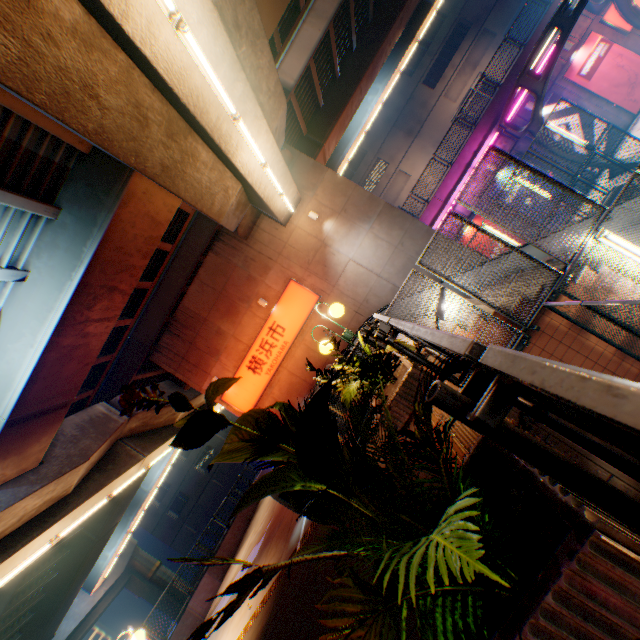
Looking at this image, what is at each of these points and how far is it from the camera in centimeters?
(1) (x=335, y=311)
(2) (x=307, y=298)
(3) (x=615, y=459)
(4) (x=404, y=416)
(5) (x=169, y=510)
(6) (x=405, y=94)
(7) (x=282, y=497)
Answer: (1) street lamp, 594cm
(2) sign, 1482cm
(3) bridge, 205cm
(4) flower bed, 485cm
(5) building, 4322cm
(6) building, 3800cm
(7) ticket machine, 740cm

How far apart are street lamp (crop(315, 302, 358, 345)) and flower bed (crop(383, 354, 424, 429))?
0.39m

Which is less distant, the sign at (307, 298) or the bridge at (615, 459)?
the bridge at (615, 459)

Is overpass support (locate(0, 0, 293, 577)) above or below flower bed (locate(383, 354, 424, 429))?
above

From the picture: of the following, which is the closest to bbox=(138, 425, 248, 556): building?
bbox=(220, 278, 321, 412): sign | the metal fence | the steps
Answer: the metal fence

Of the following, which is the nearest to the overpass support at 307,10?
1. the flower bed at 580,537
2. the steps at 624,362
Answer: the flower bed at 580,537

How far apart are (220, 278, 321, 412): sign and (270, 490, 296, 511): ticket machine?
7.40m

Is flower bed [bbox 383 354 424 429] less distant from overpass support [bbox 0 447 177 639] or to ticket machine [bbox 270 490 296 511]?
ticket machine [bbox 270 490 296 511]
